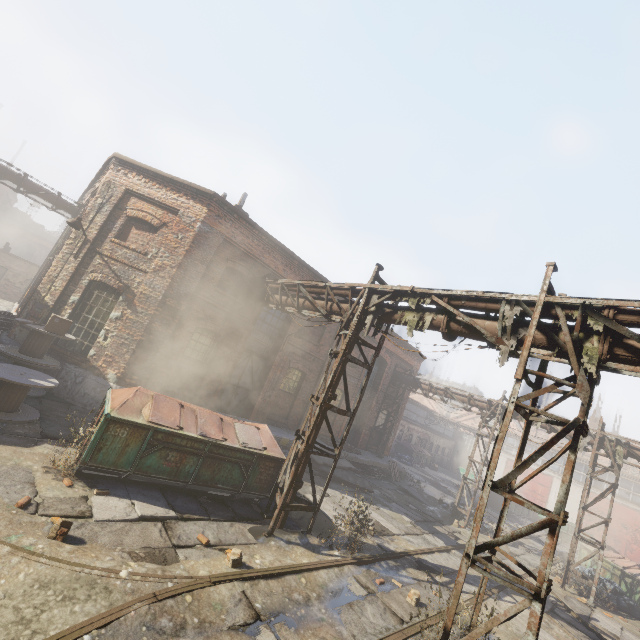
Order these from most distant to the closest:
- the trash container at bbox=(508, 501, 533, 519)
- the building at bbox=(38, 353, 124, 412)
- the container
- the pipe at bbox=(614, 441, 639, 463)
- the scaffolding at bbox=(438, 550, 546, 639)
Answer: the trash container at bbox=(508, 501, 533, 519), the container, the pipe at bbox=(614, 441, 639, 463), the building at bbox=(38, 353, 124, 412), the scaffolding at bbox=(438, 550, 546, 639)

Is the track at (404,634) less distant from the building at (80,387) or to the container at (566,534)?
the container at (566,534)

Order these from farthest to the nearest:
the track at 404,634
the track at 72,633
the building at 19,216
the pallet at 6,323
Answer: the building at 19,216 < the pallet at 6,323 < the track at 404,634 < the track at 72,633

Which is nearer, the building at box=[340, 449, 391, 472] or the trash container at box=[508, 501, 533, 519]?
the building at box=[340, 449, 391, 472]

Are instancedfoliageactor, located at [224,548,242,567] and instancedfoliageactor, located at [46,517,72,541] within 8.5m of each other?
yes

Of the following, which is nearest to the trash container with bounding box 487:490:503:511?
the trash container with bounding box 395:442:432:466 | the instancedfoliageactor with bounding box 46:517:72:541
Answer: the trash container with bounding box 395:442:432:466

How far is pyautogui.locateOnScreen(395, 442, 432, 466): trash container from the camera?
33.21m

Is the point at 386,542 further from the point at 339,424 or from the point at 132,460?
the point at 339,424
